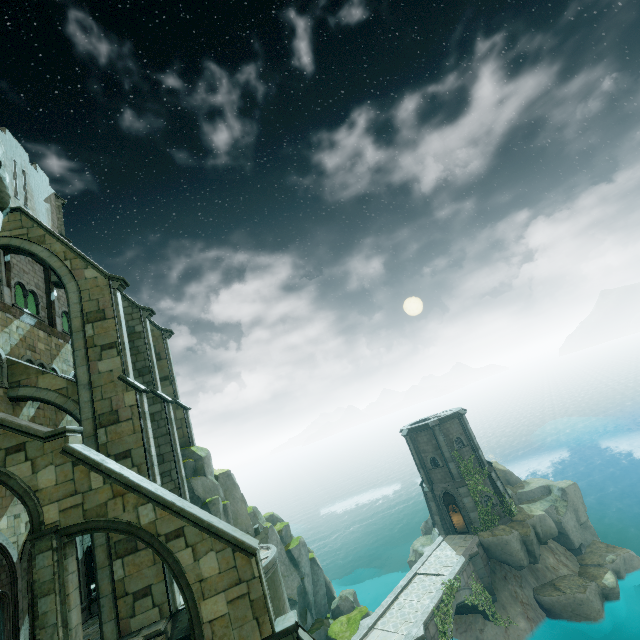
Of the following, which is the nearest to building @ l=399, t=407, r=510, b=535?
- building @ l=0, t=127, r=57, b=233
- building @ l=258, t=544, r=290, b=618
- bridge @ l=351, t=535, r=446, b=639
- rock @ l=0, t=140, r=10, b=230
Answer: bridge @ l=351, t=535, r=446, b=639

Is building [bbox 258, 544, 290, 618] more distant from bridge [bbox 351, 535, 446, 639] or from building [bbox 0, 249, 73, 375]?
building [bbox 0, 249, 73, 375]

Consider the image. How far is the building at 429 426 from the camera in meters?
29.1

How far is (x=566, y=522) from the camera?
28.4 meters

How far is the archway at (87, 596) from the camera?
15.7m

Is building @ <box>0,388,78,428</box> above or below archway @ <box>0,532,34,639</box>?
above

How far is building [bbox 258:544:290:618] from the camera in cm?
1454

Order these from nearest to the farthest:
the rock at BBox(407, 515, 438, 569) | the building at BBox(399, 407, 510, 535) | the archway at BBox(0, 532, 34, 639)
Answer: the archway at BBox(0, 532, 34, 639) < the building at BBox(399, 407, 510, 535) < the rock at BBox(407, 515, 438, 569)
